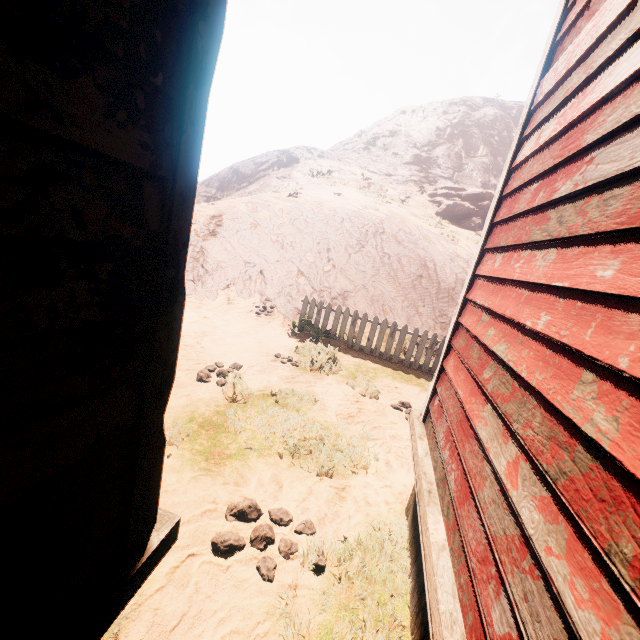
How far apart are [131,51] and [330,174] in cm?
2394

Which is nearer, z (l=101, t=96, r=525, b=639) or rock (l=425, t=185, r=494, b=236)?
z (l=101, t=96, r=525, b=639)

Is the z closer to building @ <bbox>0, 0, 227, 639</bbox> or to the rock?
building @ <bbox>0, 0, 227, 639</bbox>

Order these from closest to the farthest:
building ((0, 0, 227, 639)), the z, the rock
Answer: building ((0, 0, 227, 639)), the z, the rock

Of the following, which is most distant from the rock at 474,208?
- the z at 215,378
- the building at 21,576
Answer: the building at 21,576

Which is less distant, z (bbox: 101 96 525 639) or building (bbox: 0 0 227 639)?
building (bbox: 0 0 227 639)
